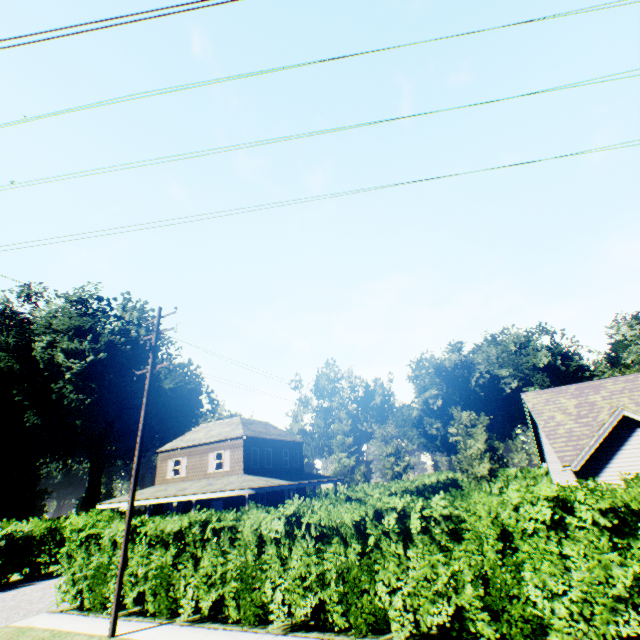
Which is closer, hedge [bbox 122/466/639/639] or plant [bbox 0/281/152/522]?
hedge [bbox 122/466/639/639]

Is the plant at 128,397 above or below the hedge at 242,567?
above

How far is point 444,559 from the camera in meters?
8.3 m

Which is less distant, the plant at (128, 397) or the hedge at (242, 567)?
the hedge at (242, 567)

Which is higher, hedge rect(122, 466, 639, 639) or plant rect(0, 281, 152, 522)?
plant rect(0, 281, 152, 522)
